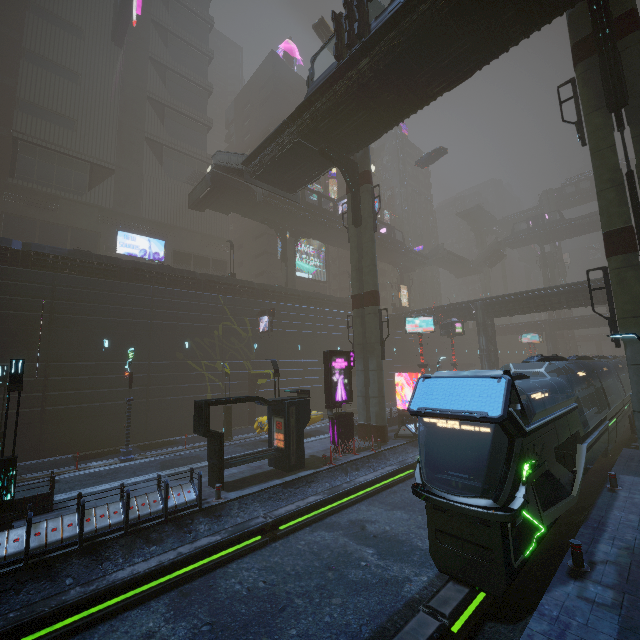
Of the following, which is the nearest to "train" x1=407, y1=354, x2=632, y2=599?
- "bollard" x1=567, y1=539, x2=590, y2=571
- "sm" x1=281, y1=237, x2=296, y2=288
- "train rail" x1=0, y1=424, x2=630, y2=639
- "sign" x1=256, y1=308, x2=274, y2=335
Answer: "train rail" x1=0, y1=424, x2=630, y2=639

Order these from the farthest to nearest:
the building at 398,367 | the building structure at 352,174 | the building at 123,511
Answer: the building at 398,367 → the building structure at 352,174 → the building at 123,511

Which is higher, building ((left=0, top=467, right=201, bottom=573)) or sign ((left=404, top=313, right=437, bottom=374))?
sign ((left=404, top=313, right=437, bottom=374))

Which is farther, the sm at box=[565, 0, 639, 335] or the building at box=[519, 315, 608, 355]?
the building at box=[519, 315, 608, 355]

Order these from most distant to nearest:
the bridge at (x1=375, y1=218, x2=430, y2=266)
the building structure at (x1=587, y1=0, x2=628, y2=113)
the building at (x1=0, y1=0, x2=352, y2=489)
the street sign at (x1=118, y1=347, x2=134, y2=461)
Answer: the bridge at (x1=375, y1=218, x2=430, y2=266)
the building at (x1=0, y1=0, x2=352, y2=489)
the street sign at (x1=118, y1=347, x2=134, y2=461)
the building structure at (x1=587, y1=0, x2=628, y2=113)

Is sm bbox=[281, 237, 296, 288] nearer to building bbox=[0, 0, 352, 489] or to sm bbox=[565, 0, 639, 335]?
building bbox=[0, 0, 352, 489]

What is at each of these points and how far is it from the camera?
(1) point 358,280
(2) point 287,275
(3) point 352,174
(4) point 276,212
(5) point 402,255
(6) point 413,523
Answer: (1) sm, 23.1m
(2) sm, 40.0m
(3) building structure, 23.3m
(4) bridge, 37.5m
(5) bridge, 53.7m
(6) train rail, 12.5m

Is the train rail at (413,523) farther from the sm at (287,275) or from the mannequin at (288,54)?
the mannequin at (288,54)
